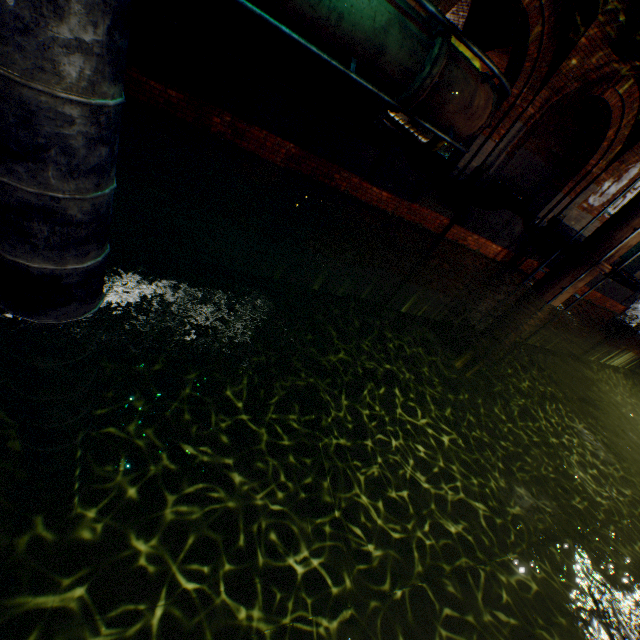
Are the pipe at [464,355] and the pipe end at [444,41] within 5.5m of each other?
no

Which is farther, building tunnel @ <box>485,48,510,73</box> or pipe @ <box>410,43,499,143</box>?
building tunnel @ <box>485,48,510,73</box>

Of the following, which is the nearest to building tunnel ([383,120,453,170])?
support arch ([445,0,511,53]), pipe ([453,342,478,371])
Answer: support arch ([445,0,511,53])

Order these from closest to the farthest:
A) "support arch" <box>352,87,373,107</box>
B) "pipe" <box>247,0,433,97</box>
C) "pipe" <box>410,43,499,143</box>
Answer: "pipe" <box>247,0,433,97</box>, "pipe" <box>410,43,499,143</box>, "support arch" <box>352,87,373,107</box>

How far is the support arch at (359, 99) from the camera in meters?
8.3

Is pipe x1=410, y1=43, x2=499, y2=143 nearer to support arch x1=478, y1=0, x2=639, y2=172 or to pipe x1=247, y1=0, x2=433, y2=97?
pipe x1=247, y1=0, x2=433, y2=97

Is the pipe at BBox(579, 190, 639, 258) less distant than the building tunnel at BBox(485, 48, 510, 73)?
Yes

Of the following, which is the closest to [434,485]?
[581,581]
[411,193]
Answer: [581,581]
